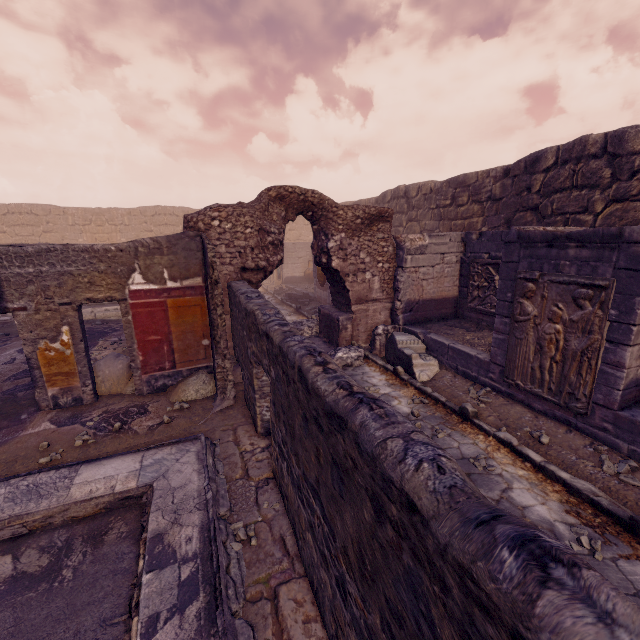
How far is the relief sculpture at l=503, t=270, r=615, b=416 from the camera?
4.2m

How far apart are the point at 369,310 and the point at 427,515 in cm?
727

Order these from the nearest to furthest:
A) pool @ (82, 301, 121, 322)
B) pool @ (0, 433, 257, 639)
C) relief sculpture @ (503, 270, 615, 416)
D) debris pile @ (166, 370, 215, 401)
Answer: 1. pool @ (0, 433, 257, 639)
2. relief sculpture @ (503, 270, 615, 416)
3. debris pile @ (166, 370, 215, 401)
4. pool @ (82, 301, 121, 322)

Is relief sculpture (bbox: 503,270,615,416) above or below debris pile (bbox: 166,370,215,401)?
above

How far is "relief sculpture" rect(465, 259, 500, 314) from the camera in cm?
750

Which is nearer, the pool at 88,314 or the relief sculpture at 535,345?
the relief sculpture at 535,345

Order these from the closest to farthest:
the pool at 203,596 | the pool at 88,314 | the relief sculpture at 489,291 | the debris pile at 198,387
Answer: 1. the pool at 203,596
2. the debris pile at 198,387
3. the relief sculpture at 489,291
4. the pool at 88,314

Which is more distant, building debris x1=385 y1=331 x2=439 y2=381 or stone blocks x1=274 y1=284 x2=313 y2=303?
stone blocks x1=274 y1=284 x2=313 y2=303
